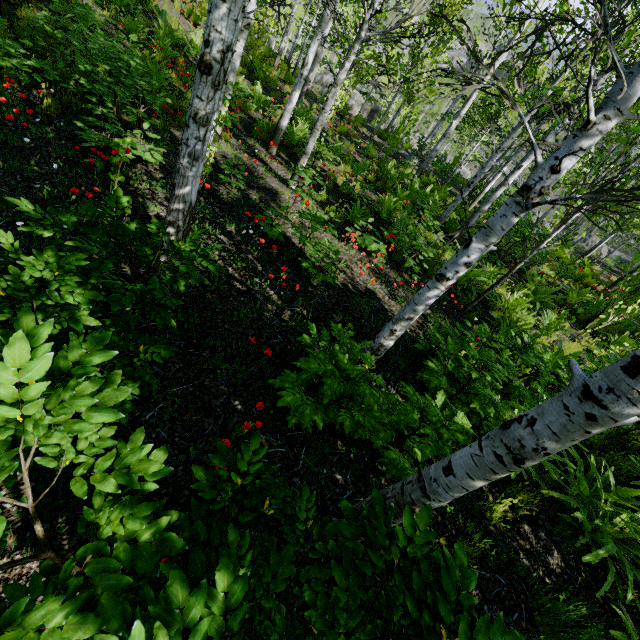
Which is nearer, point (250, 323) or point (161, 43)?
point (250, 323)

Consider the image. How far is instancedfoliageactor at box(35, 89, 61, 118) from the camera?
5.0m

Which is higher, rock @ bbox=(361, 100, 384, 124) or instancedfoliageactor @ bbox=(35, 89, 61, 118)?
instancedfoliageactor @ bbox=(35, 89, 61, 118)

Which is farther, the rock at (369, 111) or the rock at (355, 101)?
the rock at (369, 111)

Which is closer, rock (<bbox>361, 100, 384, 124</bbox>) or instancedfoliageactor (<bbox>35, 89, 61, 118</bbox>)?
instancedfoliageactor (<bbox>35, 89, 61, 118</bbox>)

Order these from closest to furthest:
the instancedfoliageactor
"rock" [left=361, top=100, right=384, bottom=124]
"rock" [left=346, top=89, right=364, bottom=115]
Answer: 1. the instancedfoliageactor
2. "rock" [left=346, top=89, right=364, bottom=115]
3. "rock" [left=361, top=100, right=384, bottom=124]

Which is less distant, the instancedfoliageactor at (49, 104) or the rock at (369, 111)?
the instancedfoliageactor at (49, 104)
